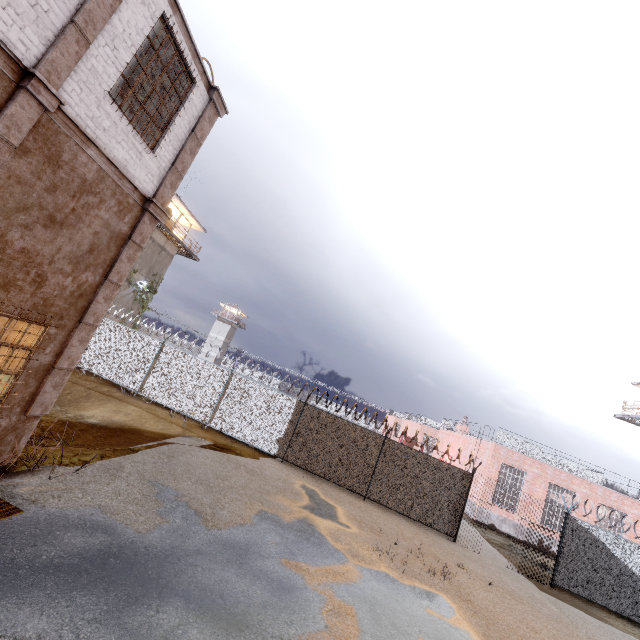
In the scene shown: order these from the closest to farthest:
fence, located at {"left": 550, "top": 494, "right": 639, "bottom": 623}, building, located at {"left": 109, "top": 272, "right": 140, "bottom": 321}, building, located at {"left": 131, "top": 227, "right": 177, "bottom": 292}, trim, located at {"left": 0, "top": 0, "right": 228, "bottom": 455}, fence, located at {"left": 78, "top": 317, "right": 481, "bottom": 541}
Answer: trim, located at {"left": 0, "top": 0, "right": 228, "bottom": 455}, fence, located at {"left": 550, "top": 494, "right": 639, "bottom": 623}, fence, located at {"left": 78, "top": 317, "right": 481, "bottom": 541}, building, located at {"left": 109, "top": 272, "right": 140, "bottom": 321}, building, located at {"left": 131, "top": 227, "right": 177, "bottom": 292}

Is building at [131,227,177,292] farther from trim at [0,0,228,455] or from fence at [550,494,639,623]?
trim at [0,0,228,455]

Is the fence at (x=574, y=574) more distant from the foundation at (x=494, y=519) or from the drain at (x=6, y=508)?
the drain at (x=6, y=508)

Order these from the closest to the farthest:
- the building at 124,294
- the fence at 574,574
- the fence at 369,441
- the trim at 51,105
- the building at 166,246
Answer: the trim at 51,105, the fence at 574,574, the fence at 369,441, the building at 124,294, the building at 166,246

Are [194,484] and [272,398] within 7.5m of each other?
yes

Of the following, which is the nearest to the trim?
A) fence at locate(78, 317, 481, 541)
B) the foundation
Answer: fence at locate(78, 317, 481, 541)

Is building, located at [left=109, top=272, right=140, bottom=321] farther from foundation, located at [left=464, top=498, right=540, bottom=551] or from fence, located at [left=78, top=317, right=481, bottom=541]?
foundation, located at [left=464, top=498, right=540, bottom=551]
